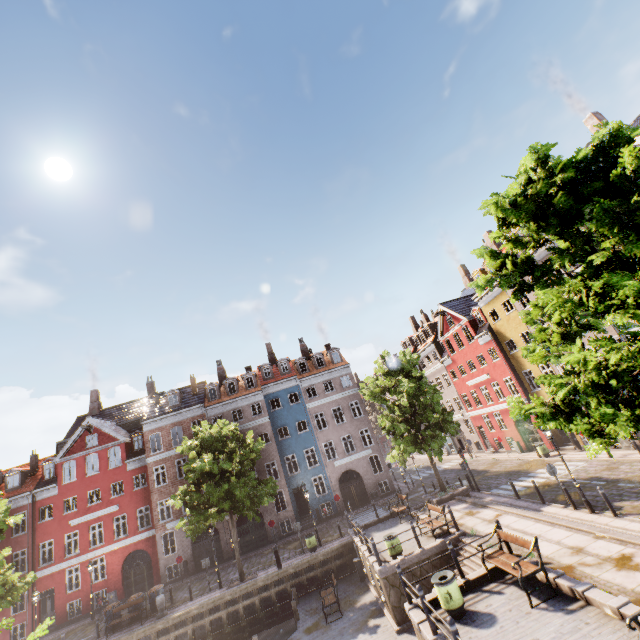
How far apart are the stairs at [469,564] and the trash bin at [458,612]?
1.8 meters

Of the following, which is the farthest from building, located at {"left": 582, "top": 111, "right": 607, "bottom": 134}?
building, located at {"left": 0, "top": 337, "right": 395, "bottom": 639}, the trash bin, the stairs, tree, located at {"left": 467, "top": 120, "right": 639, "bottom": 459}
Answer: the trash bin

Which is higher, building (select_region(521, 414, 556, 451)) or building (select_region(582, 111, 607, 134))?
building (select_region(582, 111, 607, 134))

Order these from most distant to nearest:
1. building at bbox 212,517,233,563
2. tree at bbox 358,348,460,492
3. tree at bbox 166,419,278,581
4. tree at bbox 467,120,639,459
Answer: building at bbox 212,517,233,563
tree at bbox 358,348,460,492
tree at bbox 166,419,278,581
tree at bbox 467,120,639,459

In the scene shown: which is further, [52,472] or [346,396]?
[346,396]

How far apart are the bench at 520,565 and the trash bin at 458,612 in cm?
147

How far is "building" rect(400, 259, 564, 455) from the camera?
27.27m

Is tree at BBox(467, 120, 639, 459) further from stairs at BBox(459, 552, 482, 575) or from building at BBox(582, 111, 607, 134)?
stairs at BBox(459, 552, 482, 575)
